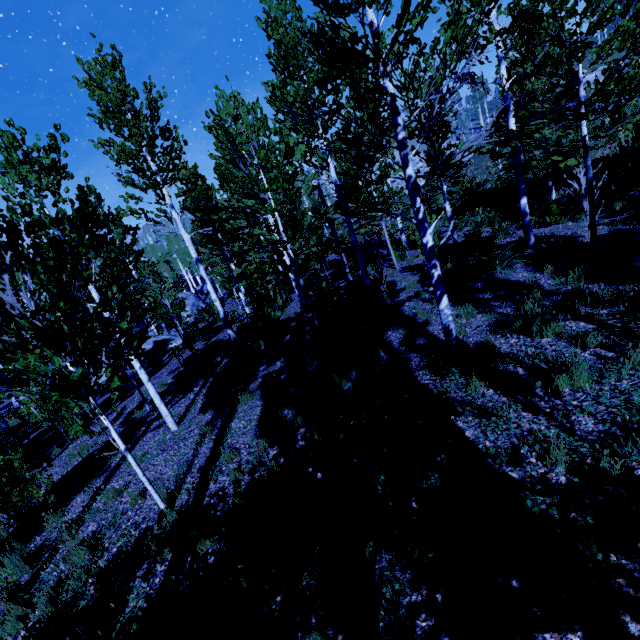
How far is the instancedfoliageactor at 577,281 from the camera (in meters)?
5.54

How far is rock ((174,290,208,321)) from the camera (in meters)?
37.38

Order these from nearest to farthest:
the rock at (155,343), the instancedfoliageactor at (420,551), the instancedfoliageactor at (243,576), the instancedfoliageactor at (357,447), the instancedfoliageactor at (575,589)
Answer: the instancedfoliageactor at (575,589) < the instancedfoliageactor at (420,551) < the instancedfoliageactor at (243,576) < the instancedfoliageactor at (357,447) < the rock at (155,343)

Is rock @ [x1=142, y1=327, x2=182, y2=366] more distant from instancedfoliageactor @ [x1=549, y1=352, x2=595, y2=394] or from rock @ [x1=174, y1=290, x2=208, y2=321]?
rock @ [x1=174, y1=290, x2=208, y2=321]

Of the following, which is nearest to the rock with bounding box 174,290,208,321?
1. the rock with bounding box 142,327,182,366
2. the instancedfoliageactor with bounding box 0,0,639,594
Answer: the instancedfoliageactor with bounding box 0,0,639,594

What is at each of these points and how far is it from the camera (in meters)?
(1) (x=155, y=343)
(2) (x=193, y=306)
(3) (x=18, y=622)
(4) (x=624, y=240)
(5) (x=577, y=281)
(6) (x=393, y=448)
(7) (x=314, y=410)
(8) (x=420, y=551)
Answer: (1) rock, 21.84
(2) rock, 39.03
(3) instancedfoliageactor, 4.32
(4) instancedfoliageactor, 7.75
(5) instancedfoliageactor, 6.54
(6) instancedfoliageactor, 4.17
(7) instancedfoliageactor, 5.16
(8) instancedfoliageactor, 2.88
